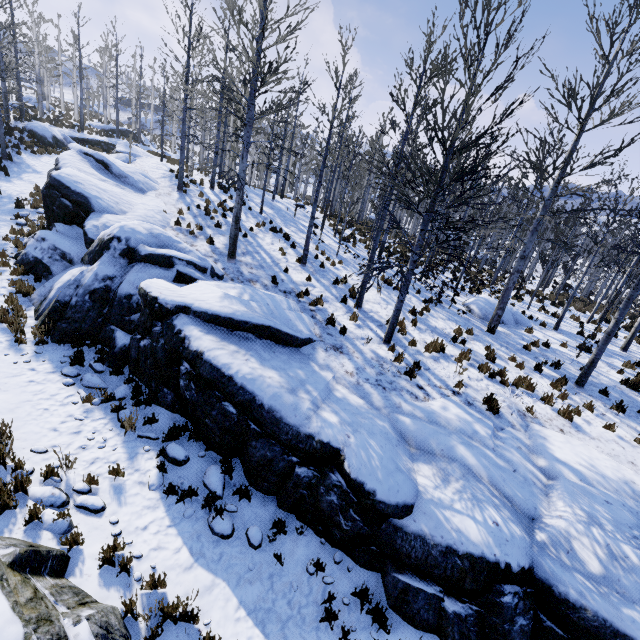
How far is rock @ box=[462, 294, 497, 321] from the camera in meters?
14.3

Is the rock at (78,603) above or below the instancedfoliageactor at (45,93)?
below

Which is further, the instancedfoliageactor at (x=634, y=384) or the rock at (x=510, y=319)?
the rock at (x=510, y=319)

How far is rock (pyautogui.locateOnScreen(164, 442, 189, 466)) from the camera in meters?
6.7 m

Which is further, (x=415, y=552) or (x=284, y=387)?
(x=284, y=387)

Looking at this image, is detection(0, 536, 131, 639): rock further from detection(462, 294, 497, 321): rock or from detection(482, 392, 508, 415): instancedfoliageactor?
detection(462, 294, 497, 321): rock
